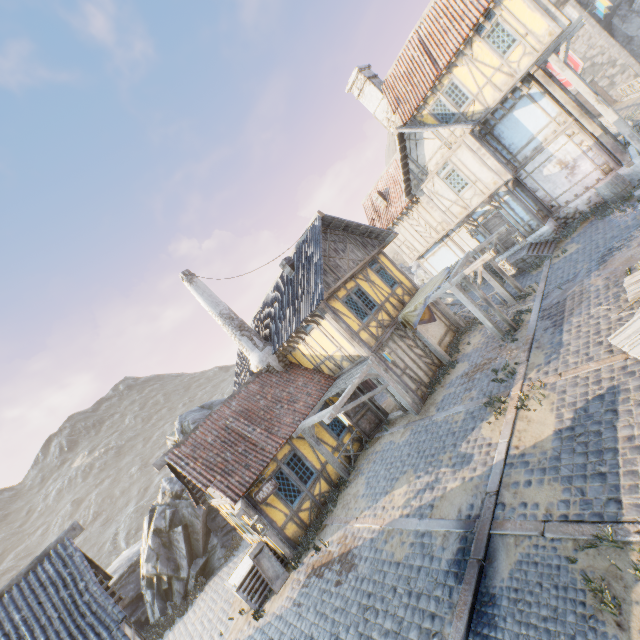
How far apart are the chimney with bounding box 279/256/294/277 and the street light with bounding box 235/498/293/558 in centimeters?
950cm

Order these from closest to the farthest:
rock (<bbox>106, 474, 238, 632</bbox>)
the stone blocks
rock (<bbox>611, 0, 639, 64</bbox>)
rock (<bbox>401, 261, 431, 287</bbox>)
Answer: the stone blocks < rock (<bbox>106, 474, 238, 632</bbox>) < rock (<bbox>611, 0, 639, 64</bbox>) < rock (<bbox>401, 261, 431, 287</bbox>)

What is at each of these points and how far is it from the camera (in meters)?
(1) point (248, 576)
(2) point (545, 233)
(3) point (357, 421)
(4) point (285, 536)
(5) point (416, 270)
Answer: (1) stairs, 11.27
(2) stone foundation, 16.14
(3) door, 14.34
(4) building, 11.23
(5) rock, 57.34

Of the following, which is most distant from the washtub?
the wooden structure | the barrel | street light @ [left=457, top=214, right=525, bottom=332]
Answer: the wooden structure

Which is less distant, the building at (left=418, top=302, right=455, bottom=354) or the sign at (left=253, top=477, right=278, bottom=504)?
the sign at (left=253, top=477, right=278, bottom=504)

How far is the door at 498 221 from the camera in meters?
17.1 m

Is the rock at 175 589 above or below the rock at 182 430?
below

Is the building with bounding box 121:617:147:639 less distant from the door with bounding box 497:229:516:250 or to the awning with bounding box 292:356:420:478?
the awning with bounding box 292:356:420:478
